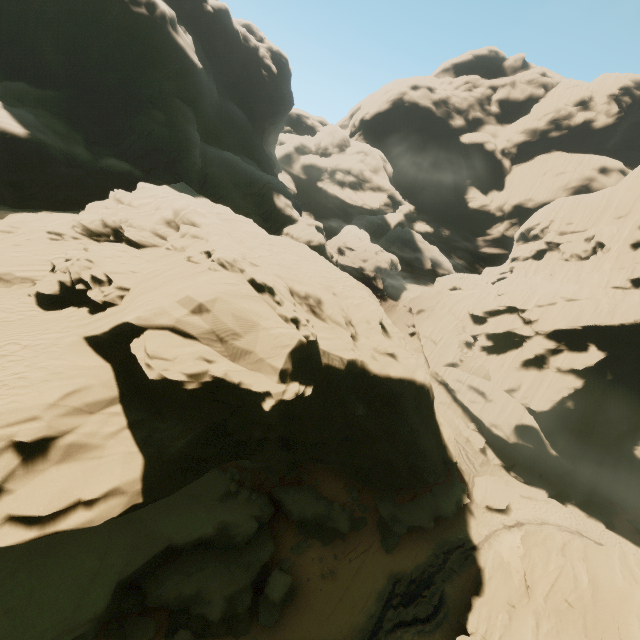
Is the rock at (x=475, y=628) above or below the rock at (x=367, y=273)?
below

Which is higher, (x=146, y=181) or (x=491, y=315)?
(x=146, y=181)

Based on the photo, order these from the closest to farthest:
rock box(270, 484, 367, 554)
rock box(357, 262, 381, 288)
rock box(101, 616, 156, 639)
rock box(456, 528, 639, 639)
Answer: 1. rock box(456, 528, 639, 639)
2. rock box(101, 616, 156, 639)
3. rock box(270, 484, 367, 554)
4. rock box(357, 262, 381, 288)

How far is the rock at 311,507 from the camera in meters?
22.5 m

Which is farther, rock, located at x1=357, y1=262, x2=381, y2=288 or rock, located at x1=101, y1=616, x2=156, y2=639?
rock, located at x1=357, y1=262, x2=381, y2=288

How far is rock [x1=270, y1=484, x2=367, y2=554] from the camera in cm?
2245
